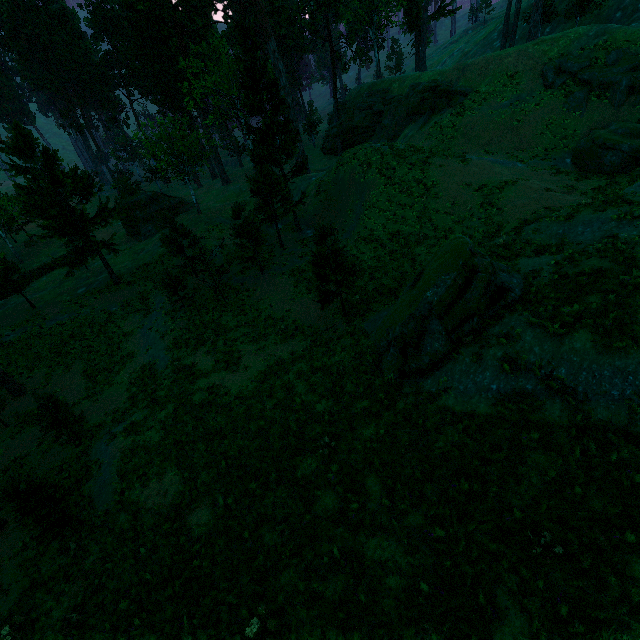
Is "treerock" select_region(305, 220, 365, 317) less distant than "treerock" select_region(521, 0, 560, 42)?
Yes

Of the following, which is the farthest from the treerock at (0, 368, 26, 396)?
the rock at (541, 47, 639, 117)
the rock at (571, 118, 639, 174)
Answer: the rock at (571, 118, 639, 174)

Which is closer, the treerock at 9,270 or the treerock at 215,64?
the treerock at 215,64

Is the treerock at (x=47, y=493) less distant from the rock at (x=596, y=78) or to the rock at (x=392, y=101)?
A: the rock at (x=392, y=101)

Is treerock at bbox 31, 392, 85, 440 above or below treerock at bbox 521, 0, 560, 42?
below

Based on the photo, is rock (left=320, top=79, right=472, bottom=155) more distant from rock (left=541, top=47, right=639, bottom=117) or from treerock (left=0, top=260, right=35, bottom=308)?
rock (left=541, top=47, right=639, bottom=117)

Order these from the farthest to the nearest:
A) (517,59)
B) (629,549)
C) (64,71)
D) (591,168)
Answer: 1. (64,71)
2. (517,59)
3. (591,168)
4. (629,549)
